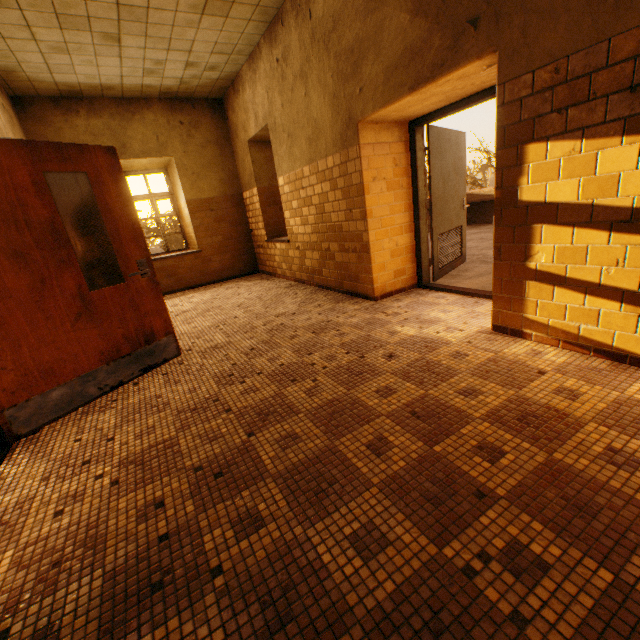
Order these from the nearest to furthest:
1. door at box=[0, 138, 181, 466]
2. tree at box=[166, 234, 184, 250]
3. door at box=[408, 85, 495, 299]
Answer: door at box=[0, 138, 181, 466]
door at box=[408, 85, 495, 299]
tree at box=[166, 234, 184, 250]

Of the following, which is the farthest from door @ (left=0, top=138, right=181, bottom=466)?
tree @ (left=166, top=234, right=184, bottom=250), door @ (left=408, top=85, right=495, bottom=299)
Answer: tree @ (left=166, top=234, right=184, bottom=250)

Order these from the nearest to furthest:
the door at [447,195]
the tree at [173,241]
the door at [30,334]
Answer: the door at [30,334]
the door at [447,195]
the tree at [173,241]

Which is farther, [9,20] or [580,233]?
[9,20]

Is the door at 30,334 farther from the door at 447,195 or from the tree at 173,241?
the tree at 173,241

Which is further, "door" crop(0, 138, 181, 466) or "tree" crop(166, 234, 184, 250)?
"tree" crop(166, 234, 184, 250)

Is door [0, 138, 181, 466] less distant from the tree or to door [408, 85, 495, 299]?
door [408, 85, 495, 299]
